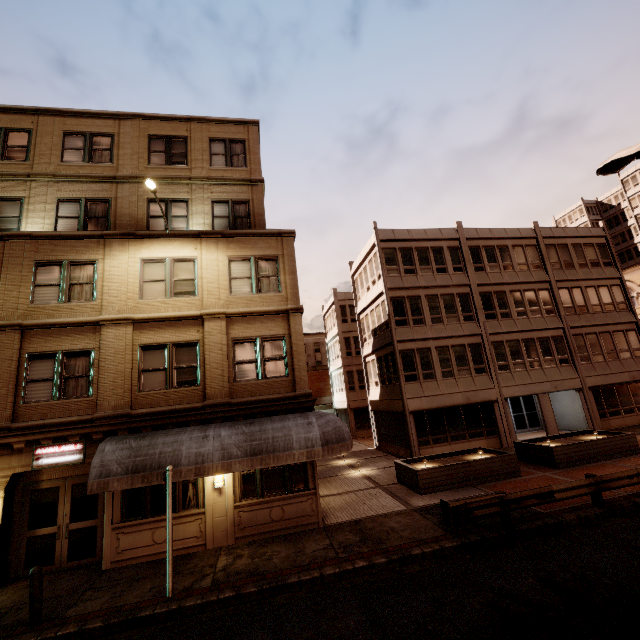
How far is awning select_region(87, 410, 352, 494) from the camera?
9.64m

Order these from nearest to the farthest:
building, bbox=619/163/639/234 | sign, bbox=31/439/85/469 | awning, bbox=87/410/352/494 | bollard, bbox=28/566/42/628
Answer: bollard, bbox=28/566/42/628
awning, bbox=87/410/352/494
sign, bbox=31/439/85/469
building, bbox=619/163/639/234

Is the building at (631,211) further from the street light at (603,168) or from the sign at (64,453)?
the sign at (64,453)

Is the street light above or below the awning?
above

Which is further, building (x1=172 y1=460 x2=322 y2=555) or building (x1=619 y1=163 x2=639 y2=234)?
building (x1=619 y1=163 x2=639 y2=234)

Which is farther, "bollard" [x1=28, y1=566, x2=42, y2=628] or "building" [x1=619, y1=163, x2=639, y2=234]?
"building" [x1=619, y1=163, x2=639, y2=234]

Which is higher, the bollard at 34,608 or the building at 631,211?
the building at 631,211

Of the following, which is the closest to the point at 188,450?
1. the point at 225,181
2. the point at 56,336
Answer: the point at 56,336
